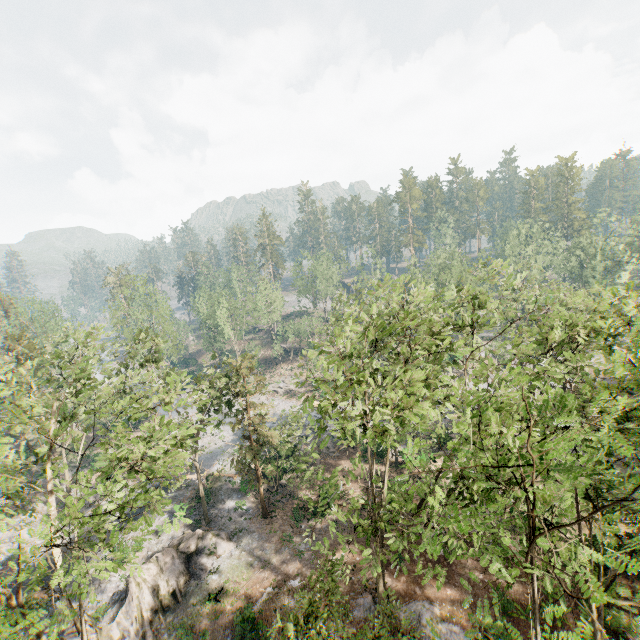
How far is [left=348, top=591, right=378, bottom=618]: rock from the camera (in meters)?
19.84

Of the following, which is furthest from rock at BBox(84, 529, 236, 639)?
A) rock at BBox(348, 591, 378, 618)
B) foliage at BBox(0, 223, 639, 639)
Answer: rock at BBox(348, 591, 378, 618)

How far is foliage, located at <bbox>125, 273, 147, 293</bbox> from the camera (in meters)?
43.72

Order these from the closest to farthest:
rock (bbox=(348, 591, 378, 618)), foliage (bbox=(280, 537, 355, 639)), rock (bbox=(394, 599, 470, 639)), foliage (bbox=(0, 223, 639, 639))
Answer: foliage (bbox=(0, 223, 639, 639)), foliage (bbox=(280, 537, 355, 639)), rock (bbox=(394, 599, 470, 639)), rock (bbox=(348, 591, 378, 618))

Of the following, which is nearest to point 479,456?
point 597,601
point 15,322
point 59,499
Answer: point 597,601

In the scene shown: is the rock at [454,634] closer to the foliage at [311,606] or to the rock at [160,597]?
the foliage at [311,606]

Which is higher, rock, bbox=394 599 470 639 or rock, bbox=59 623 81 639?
rock, bbox=59 623 81 639
